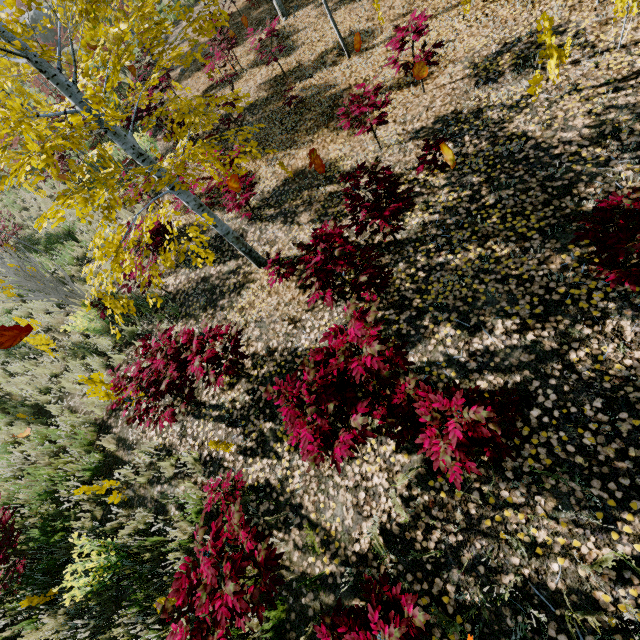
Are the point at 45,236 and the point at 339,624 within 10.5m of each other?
no

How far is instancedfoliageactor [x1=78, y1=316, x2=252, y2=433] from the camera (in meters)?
4.05

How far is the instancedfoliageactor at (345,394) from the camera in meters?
2.6

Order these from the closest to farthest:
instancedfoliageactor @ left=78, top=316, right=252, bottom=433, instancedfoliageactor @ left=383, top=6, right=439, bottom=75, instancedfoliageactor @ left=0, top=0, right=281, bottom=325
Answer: instancedfoliageactor @ left=0, top=0, right=281, bottom=325 < instancedfoliageactor @ left=78, top=316, right=252, bottom=433 < instancedfoliageactor @ left=383, top=6, right=439, bottom=75

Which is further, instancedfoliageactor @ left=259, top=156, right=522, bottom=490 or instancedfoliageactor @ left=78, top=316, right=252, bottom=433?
instancedfoliageactor @ left=78, top=316, right=252, bottom=433

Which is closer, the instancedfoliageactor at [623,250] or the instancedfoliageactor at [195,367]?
the instancedfoliageactor at [623,250]
